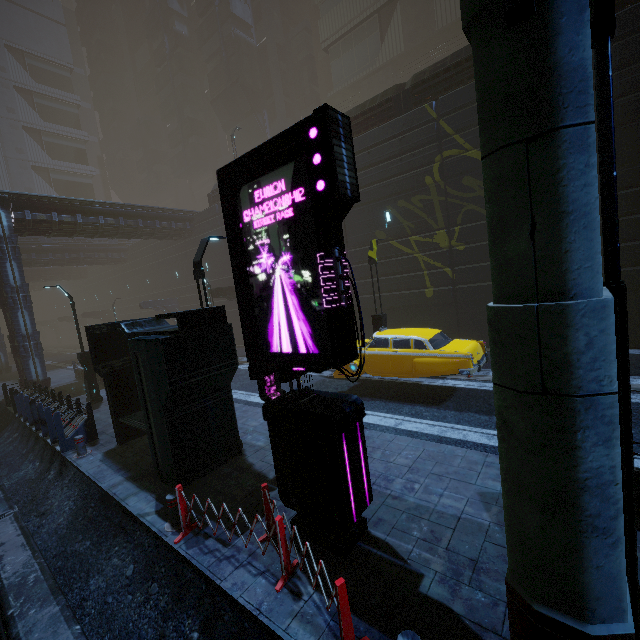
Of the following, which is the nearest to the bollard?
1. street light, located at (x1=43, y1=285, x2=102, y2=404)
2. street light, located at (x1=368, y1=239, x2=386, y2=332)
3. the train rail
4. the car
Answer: the train rail

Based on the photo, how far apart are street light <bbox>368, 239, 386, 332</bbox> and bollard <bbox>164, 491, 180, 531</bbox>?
9.21m

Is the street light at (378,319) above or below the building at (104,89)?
below

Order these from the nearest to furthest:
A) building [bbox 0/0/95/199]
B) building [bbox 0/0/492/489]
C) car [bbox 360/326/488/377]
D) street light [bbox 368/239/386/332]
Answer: building [bbox 0/0/492/489] < car [bbox 360/326/488/377] < street light [bbox 368/239/386/332] < building [bbox 0/0/95/199]

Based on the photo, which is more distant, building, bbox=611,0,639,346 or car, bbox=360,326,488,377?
building, bbox=611,0,639,346

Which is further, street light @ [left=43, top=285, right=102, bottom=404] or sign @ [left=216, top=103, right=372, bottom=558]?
street light @ [left=43, top=285, right=102, bottom=404]

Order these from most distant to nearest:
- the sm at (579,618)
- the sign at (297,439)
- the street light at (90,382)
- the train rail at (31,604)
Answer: the street light at (90,382) < the train rail at (31,604) < the sign at (297,439) < the sm at (579,618)

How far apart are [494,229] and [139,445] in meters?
10.9 m
